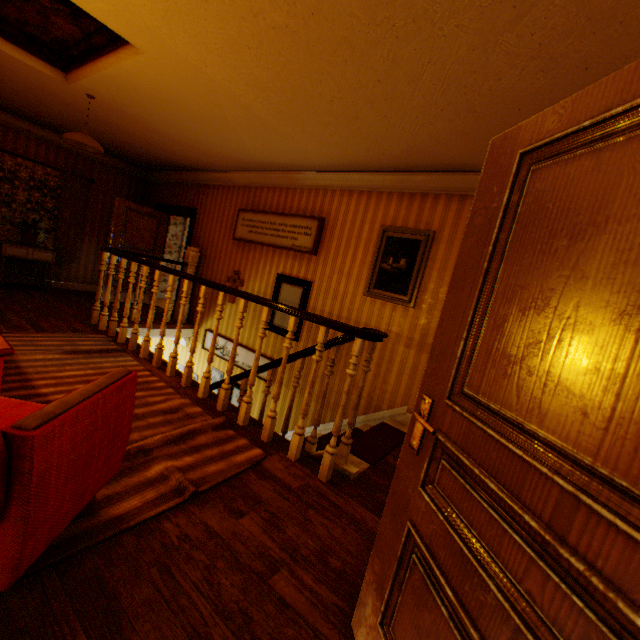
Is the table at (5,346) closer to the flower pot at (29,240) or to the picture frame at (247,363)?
the picture frame at (247,363)

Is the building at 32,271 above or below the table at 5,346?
below

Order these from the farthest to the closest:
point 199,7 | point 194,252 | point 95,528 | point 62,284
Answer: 1. point 62,284
2. point 194,252
3. point 199,7
4. point 95,528

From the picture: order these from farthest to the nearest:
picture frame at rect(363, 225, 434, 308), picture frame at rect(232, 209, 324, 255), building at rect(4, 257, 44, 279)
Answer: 1. building at rect(4, 257, 44, 279)
2. picture frame at rect(232, 209, 324, 255)
3. picture frame at rect(363, 225, 434, 308)

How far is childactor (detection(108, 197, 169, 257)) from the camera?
6.9m

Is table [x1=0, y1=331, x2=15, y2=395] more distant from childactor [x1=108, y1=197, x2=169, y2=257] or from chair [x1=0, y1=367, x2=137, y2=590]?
childactor [x1=108, y1=197, x2=169, y2=257]

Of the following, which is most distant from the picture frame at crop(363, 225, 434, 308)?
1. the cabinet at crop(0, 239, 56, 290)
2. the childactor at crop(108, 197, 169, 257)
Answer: the cabinet at crop(0, 239, 56, 290)

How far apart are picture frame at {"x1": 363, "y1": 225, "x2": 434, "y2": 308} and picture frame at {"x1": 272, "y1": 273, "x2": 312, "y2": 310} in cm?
96
